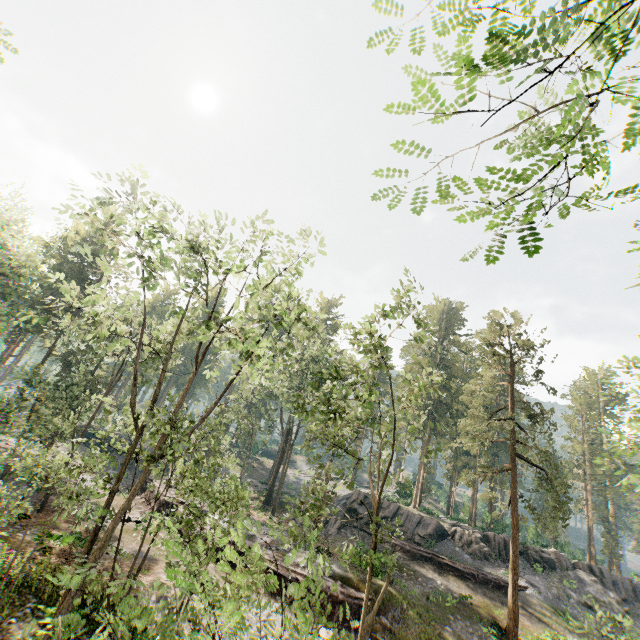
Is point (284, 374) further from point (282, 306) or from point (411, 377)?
point (411, 377)

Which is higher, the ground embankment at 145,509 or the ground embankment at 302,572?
the ground embankment at 302,572

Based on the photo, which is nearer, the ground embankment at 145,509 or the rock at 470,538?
the ground embankment at 145,509

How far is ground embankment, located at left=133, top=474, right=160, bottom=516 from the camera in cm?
2771

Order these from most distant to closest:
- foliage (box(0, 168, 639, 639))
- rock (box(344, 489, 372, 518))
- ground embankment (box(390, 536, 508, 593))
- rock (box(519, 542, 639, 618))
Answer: rock (box(344, 489, 372, 518)), rock (box(519, 542, 639, 618)), ground embankment (box(390, 536, 508, 593)), foliage (box(0, 168, 639, 639))

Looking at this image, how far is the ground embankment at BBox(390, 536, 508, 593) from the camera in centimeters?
2739cm

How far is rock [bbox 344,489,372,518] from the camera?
36.2 meters
